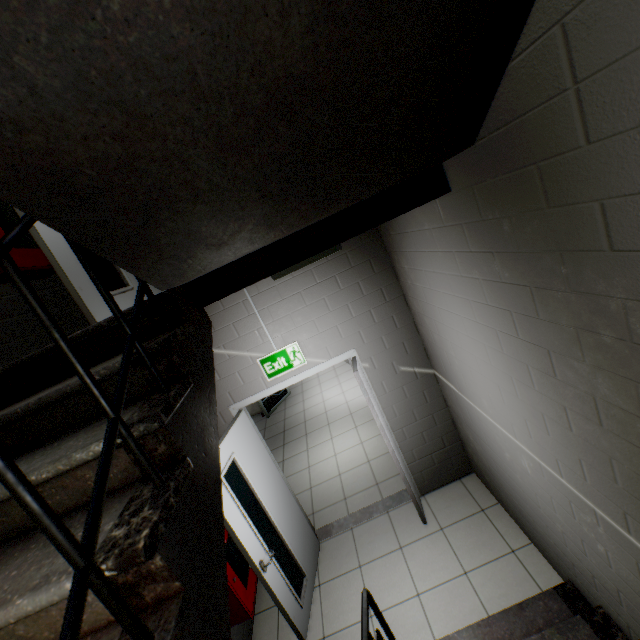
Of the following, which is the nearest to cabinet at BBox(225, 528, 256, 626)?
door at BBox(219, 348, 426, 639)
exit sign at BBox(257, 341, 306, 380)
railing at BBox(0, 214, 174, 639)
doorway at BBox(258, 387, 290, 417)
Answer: door at BBox(219, 348, 426, 639)

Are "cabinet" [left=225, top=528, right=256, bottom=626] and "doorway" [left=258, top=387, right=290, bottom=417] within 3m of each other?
no

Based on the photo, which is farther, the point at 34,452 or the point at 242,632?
the point at 242,632

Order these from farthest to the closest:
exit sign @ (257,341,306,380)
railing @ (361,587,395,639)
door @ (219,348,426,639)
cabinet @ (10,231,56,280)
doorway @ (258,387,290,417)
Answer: doorway @ (258,387,290,417) → exit sign @ (257,341,306,380) → door @ (219,348,426,639) → cabinet @ (10,231,56,280) → railing @ (361,587,395,639)

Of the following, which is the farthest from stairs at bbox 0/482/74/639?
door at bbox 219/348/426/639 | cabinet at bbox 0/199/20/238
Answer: door at bbox 219/348/426/639

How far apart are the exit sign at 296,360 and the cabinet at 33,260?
1.93m

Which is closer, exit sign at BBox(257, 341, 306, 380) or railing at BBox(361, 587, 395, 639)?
railing at BBox(361, 587, 395, 639)

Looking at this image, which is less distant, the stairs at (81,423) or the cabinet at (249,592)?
the stairs at (81,423)
